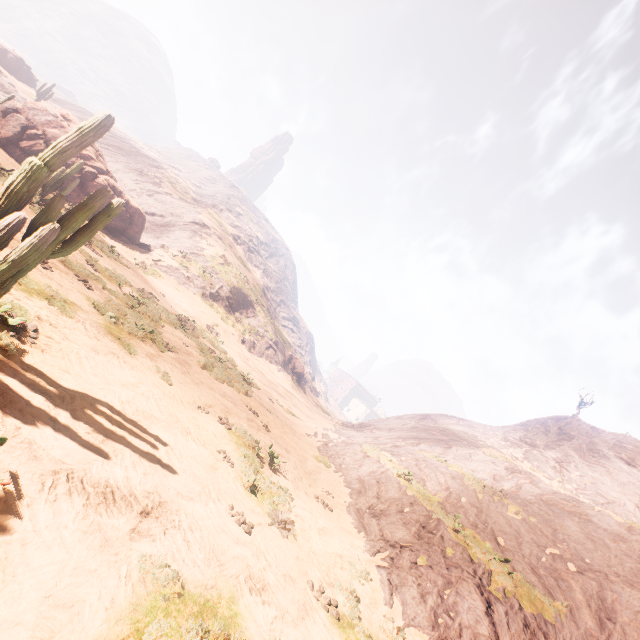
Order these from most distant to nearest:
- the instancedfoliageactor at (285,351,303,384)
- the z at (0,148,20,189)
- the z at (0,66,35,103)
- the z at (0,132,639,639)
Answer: the instancedfoliageactor at (285,351,303,384) → the z at (0,66,35,103) → the z at (0,148,20,189) → the z at (0,132,639,639)

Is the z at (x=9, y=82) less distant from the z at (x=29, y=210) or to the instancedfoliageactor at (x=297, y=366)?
the z at (x=29, y=210)

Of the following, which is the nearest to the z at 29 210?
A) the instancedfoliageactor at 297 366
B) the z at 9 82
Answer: the instancedfoliageactor at 297 366

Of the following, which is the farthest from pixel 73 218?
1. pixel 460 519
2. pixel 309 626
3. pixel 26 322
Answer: pixel 460 519

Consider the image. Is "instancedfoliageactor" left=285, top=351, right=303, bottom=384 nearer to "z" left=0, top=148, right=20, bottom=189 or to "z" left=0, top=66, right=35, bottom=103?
"z" left=0, top=148, right=20, bottom=189

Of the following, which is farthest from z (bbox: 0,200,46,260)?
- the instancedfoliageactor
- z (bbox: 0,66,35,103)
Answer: z (bbox: 0,66,35,103)
